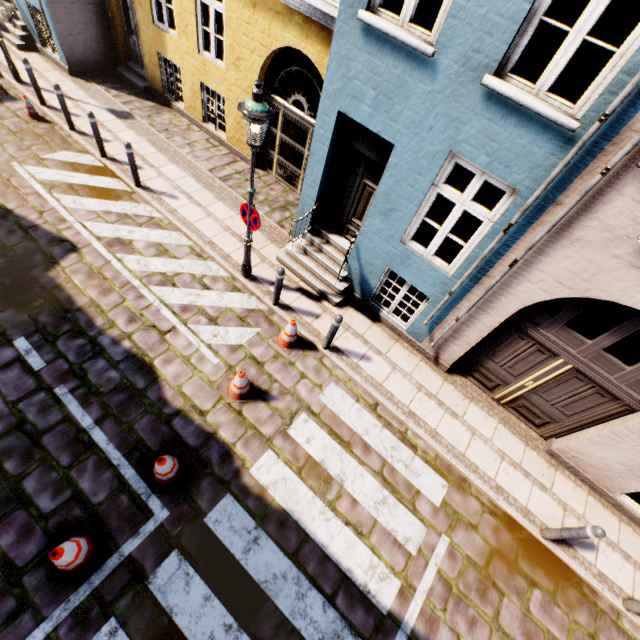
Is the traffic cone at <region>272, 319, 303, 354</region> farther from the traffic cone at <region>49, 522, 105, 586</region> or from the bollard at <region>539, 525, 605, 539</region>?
the bollard at <region>539, 525, 605, 539</region>

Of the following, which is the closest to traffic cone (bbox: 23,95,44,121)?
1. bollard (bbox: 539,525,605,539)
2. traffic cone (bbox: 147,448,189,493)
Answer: traffic cone (bbox: 147,448,189,493)

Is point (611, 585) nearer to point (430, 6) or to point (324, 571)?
point (324, 571)

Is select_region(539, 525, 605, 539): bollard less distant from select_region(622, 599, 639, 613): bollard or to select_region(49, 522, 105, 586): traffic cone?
select_region(622, 599, 639, 613): bollard

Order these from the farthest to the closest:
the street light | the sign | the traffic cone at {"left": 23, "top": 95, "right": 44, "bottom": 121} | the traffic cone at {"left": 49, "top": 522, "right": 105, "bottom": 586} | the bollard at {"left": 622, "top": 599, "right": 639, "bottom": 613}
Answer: the traffic cone at {"left": 23, "top": 95, "right": 44, "bottom": 121} → the sign → the bollard at {"left": 622, "top": 599, "right": 639, "bottom": 613} → the street light → the traffic cone at {"left": 49, "top": 522, "right": 105, "bottom": 586}

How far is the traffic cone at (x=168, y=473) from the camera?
4.5m

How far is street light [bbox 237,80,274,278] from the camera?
4.5m

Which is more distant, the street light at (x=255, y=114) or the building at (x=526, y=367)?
the street light at (x=255, y=114)
